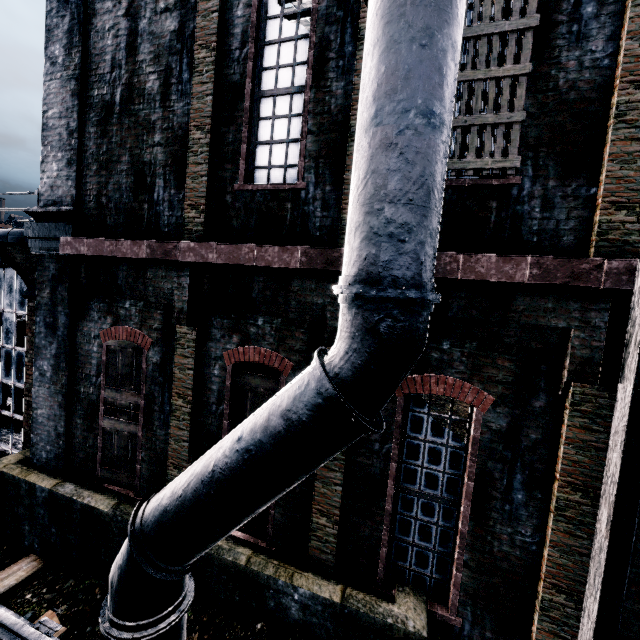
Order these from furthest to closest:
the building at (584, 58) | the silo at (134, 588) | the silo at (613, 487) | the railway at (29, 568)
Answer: the railway at (29, 568) → the building at (584, 58) → the silo at (613, 487) → the silo at (134, 588)

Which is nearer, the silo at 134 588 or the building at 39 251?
the silo at 134 588

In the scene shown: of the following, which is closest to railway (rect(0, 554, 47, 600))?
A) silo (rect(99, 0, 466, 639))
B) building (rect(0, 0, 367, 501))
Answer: silo (rect(99, 0, 466, 639))

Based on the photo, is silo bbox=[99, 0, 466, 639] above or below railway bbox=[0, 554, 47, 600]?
above

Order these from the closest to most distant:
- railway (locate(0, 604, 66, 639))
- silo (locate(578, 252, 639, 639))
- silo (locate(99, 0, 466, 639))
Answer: silo (locate(99, 0, 466, 639)), silo (locate(578, 252, 639, 639)), railway (locate(0, 604, 66, 639))

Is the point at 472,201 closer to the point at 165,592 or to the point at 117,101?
the point at 165,592

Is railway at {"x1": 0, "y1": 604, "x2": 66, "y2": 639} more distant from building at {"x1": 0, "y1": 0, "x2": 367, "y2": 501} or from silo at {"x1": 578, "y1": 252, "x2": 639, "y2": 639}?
building at {"x1": 0, "y1": 0, "x2": 367, "y2": 501}
